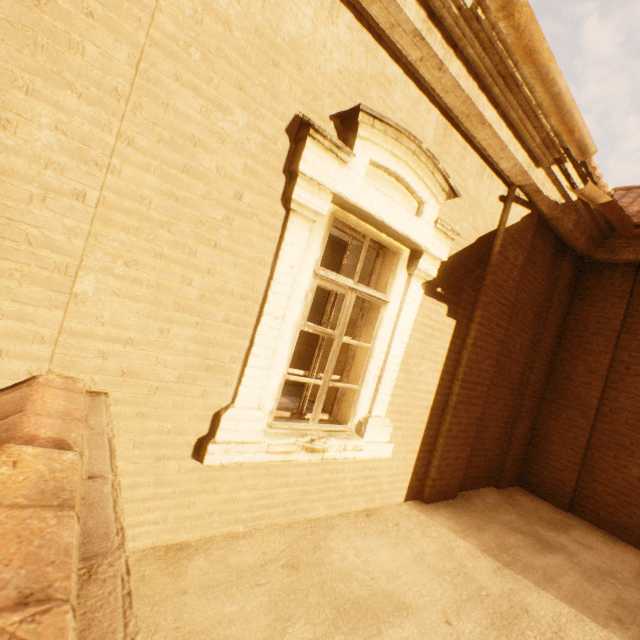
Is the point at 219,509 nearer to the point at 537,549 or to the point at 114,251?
the point at 114,251

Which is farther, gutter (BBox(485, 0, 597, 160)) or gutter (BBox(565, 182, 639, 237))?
gutter (BBox(565, 182, 639, 237))

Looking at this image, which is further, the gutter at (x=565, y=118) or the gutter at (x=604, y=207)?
the gutter at (x=604, y=207)
